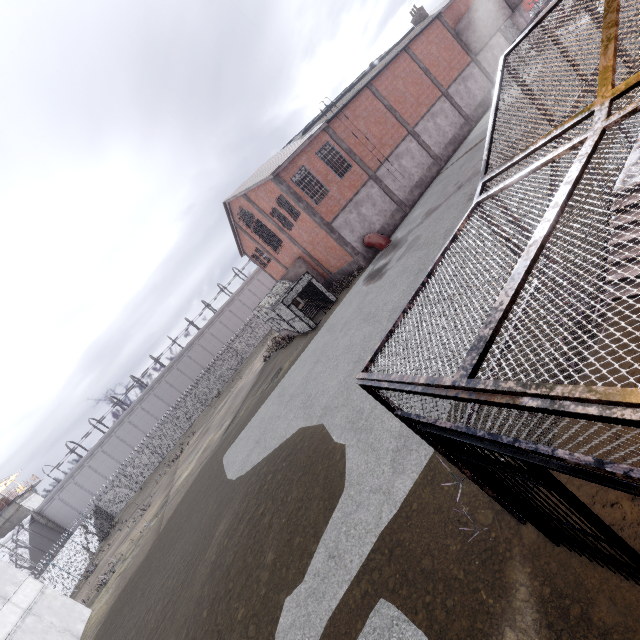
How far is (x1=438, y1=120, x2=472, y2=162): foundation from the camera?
27.30m

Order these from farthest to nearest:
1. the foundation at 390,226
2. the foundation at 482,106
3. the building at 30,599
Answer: the foundation at 482,106, the foundation at 390,226, the building at 30,599

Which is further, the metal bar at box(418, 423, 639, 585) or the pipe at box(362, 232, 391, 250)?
the pipe at box(362, 232, 391, 250)

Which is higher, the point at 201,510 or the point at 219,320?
the point at 219,320

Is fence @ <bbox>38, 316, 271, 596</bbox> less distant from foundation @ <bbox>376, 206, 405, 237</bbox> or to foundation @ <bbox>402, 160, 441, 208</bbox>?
foundation @ <bbox>402, 160, 441, 208</bbox>

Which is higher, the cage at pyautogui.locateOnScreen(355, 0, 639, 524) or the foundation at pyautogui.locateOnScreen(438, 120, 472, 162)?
the cage at pyautogui.locateOnScreen(355, 0, 639, 524)

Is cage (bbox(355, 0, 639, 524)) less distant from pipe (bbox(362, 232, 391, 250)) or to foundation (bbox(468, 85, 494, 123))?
foundation (bbox(468, 85, 494, 123))

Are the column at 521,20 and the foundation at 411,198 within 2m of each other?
no
